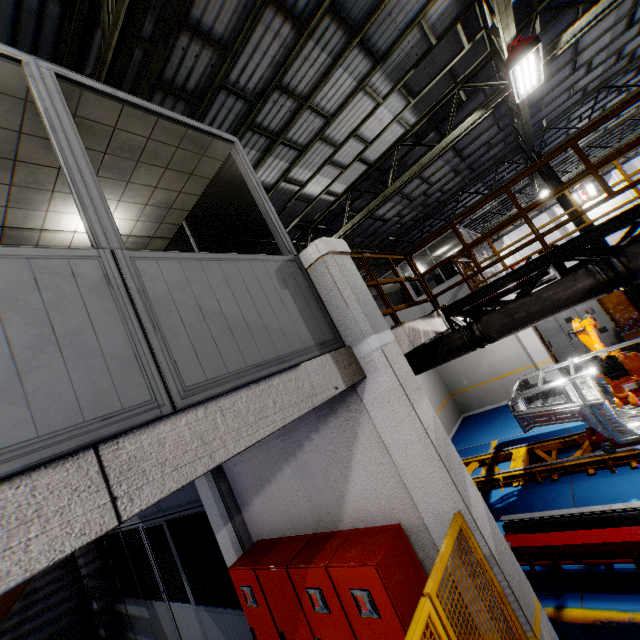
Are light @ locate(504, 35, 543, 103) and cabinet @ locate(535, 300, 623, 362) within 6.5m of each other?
no

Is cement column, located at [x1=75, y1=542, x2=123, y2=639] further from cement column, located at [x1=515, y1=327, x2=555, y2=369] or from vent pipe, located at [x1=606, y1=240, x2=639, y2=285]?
cement column, located at [x1=515, y1=327, x2=555, y2=369]

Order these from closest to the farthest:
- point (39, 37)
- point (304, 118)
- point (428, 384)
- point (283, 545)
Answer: point (39, 37) → point (283, 545) → point (304, 118) → point (428, 384)

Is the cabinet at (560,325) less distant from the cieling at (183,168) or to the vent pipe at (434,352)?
the vent pipe at (434,352)

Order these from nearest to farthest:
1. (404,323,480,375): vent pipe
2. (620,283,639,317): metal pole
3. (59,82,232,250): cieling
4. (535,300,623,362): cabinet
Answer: (59,82,232,250): cieling
(404,323,480,375): vent pipe
(620,283,639,317): metal pole
(535,300,623,362): cabinet

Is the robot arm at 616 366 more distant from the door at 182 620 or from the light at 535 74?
the door at 182 620

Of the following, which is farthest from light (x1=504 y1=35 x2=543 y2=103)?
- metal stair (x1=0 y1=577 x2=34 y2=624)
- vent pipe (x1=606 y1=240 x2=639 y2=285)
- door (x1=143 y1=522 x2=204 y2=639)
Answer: metal stair (x1=0 y1=577 x2=34 y2=624)

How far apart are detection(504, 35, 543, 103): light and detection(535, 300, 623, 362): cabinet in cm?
811
